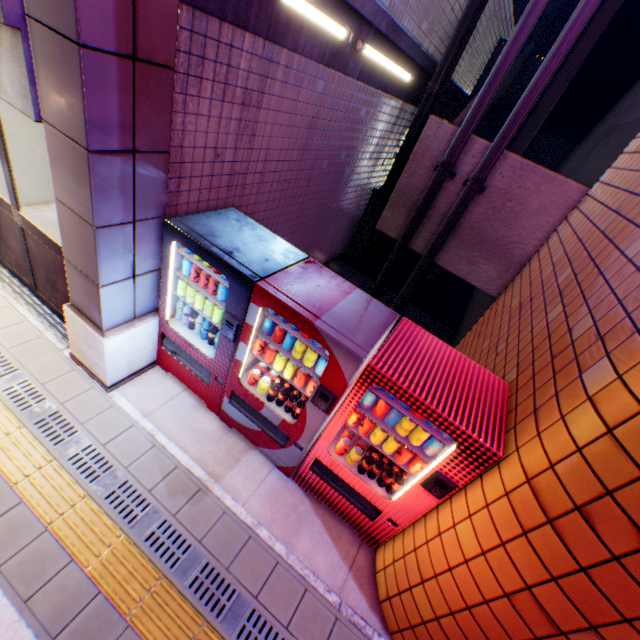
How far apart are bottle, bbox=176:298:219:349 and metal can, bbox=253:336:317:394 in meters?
0.4 m

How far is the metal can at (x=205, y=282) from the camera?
3.2m

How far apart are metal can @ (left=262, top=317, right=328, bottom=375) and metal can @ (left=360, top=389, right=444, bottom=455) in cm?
41

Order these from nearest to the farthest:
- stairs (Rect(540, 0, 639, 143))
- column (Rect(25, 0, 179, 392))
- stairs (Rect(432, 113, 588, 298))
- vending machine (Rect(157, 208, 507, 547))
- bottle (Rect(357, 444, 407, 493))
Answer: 1. column (Rect(25, 0, 179, 392))
2. vending machine (Rect(157, 208, 507, 547))
3. bottle (Rect(357, 444, 407, 493))
4. stairs (Rect(432, 113, 588, 298))
5. stairs (Rect(540, 0, 639, 143))

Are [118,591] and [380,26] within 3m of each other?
no

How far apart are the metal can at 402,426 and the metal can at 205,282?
1.6 meters

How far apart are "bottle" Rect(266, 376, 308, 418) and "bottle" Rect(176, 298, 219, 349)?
0.7m

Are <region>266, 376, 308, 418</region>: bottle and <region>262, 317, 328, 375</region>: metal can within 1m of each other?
yes
